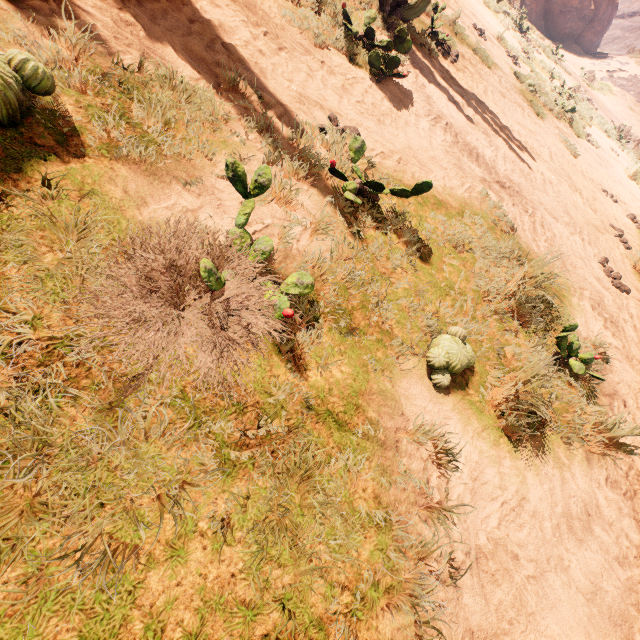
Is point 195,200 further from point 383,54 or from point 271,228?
point 383,54

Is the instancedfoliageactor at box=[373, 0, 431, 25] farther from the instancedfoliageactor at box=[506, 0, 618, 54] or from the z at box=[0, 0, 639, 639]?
the instancedfoliageactor at box=[506, 0, 618, 54]

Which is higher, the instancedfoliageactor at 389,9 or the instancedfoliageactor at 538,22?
the instancedfoliageactor at 538,22

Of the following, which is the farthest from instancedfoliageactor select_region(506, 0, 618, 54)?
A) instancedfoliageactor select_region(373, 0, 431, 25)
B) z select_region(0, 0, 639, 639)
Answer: instancedfoliageactor select_region(373, 0, 431, 25)

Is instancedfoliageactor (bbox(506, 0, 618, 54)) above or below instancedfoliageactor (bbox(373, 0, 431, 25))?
above

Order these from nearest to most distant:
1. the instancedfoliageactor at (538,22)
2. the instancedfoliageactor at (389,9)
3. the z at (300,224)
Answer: the z at (300,224), the instancedfoliageactor at (389,9), the instancedfoliageactor at (538,22)

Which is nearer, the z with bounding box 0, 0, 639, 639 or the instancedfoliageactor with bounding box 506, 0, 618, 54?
the z with bounding box 0, 0, 639, 639

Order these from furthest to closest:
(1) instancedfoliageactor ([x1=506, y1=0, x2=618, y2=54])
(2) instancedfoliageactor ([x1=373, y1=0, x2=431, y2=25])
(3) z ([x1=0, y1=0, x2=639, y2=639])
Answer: (1) instancedfoliageactor ([x1=506, y1=0, x2=618, y2=54]) → (2) instancedfoliageactor ([x1=373, y1=0, x2=431, y2=25]) → (3) z ([x1=0, y1=0, x2=639, y2=639])
